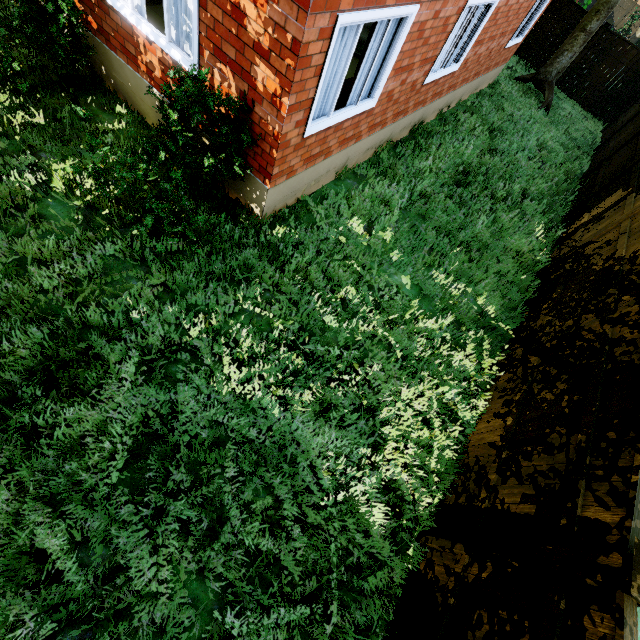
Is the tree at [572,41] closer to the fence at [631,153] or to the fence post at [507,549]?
the fence at [631,153]

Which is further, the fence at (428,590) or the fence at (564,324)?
the fence at (564,324)

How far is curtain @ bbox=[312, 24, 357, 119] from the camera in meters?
4.0 m

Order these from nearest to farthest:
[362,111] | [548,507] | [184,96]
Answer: [548,507], [184,96], [362,111]

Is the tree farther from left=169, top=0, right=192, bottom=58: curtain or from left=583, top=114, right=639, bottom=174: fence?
left=169, top=0, right=192, bottom=58: curtain

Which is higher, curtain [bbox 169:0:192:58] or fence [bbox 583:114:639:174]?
curtain [bbox 169:0:192:58]

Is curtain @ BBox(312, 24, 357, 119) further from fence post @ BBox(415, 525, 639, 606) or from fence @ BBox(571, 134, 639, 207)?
fence post @ BBox(415, 525, 639, 606)
